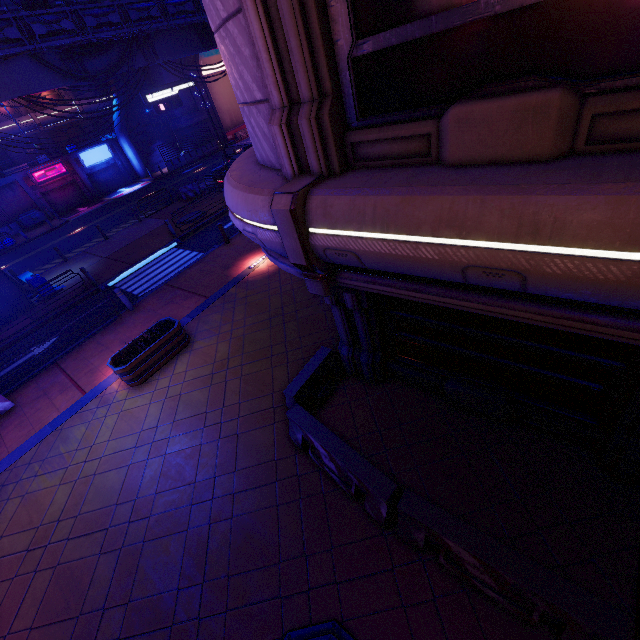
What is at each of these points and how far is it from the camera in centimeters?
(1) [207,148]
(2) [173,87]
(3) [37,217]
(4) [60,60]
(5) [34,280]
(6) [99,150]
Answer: (1) fence, 4069cm
(2) sign, 2572cm
(3) generator, 3288cm
(4) walkway, 1834cm
(5) trash can, 1627cm
(6) sign, 3656cm

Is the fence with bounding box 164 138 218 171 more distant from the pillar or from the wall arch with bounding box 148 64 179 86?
the pillar

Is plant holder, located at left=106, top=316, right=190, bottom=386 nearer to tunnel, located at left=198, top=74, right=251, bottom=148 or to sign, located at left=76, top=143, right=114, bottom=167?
tunnel, located at left=198, top=74, right=251, bottom=148

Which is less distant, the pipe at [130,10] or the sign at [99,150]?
the pipe at [130,10]

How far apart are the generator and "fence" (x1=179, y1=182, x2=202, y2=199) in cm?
1912

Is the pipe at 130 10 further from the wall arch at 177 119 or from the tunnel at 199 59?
the tunnel at 199 59

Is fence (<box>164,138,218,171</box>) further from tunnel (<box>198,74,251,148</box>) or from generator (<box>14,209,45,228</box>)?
generator (<box>14,209,45,228</box>)

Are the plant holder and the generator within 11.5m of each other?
no
